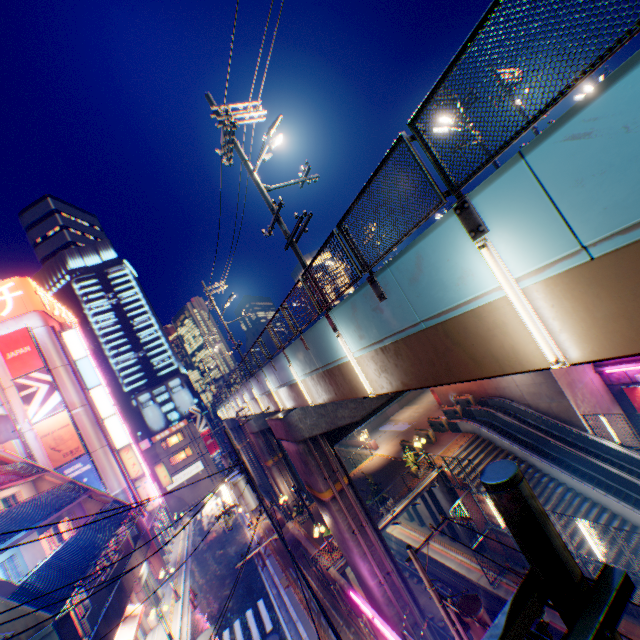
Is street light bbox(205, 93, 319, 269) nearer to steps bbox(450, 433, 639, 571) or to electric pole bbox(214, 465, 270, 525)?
electric pole bbox(214, 465, 270, 525)

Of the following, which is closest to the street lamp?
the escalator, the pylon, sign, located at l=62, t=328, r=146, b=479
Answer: the pylon

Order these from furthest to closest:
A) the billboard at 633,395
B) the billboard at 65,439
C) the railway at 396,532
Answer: the billboard at 65,439, the billboard at 633,395, the railway at 396,532

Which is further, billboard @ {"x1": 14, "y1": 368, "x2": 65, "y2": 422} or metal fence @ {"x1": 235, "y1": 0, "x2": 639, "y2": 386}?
billboard @ {"x1": 14, "y1": 368, "x2": 65, "y2": 422}

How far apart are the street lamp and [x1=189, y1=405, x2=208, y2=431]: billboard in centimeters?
6131cm

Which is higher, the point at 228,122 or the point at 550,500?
the point at 228,122

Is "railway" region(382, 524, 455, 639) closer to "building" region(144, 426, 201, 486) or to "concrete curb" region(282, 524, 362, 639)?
"concrete curb" region(282, 524, 362, 639)

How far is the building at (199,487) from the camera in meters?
52.3
